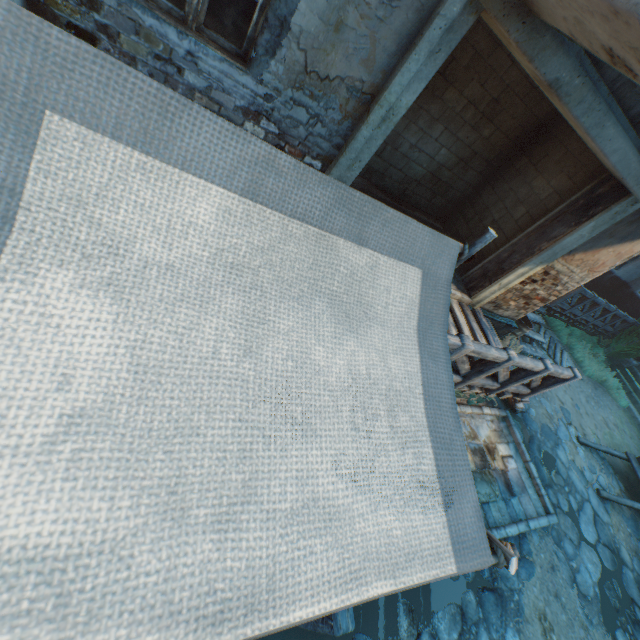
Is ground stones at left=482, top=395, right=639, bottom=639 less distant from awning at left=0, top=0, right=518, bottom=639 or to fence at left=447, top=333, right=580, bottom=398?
fence at left=447, top=333, right=580, bottom=398

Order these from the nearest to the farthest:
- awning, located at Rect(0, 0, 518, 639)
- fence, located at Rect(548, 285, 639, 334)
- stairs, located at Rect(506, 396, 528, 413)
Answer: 1. awning, located at Rect(0, 0, 518, 639)
2. stairs, located at Rect(506, 396, 528, 413)
3. fence, located at Rect(548, 285, 639, 334)

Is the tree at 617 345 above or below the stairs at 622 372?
above

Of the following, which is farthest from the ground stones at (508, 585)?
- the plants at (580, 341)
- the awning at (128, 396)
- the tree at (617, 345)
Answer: the tree at (617, 345)

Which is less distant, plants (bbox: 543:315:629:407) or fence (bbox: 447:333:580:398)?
fence (bbox: 447:333:580:398)

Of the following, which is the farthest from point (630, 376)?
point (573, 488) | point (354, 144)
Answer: point (354, 144)

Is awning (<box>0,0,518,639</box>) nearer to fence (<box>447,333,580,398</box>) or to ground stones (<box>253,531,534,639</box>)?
fence (<box>447,333,580,398</box>)

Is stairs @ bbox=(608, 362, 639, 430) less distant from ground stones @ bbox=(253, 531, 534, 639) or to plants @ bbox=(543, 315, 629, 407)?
plants @ bbox=(543, 315, 629, 407)
